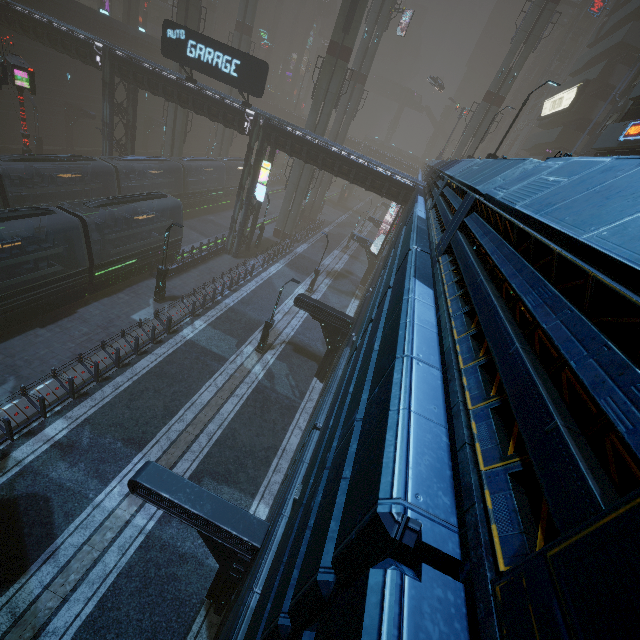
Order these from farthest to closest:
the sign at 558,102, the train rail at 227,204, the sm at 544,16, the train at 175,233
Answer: the sign at 558,102
the sm at 544,16
the train rail at 227,204
the train at 175,233

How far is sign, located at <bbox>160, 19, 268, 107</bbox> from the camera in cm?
2055

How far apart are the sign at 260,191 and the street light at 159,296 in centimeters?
1021cm

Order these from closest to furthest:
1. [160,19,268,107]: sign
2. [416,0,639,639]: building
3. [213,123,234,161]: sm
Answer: [416,0,639,639]: building < [160,19,268,107]: sign < [213,123,234,161]: sm

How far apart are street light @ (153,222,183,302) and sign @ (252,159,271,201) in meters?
10.2 m

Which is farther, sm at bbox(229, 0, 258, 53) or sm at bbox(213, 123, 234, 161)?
sm at bbox(213, 123, 234, 161)

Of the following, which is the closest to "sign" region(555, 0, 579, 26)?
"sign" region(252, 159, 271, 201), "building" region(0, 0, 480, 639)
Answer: "building" region(0, 0, 480, 639)

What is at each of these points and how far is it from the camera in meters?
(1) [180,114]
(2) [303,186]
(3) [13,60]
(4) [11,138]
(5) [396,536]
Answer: (1) sm, 35.3
(2) sm, 34.9
(3) sign, 20.5
(4) building, 33.0
(5) building, 1.6
